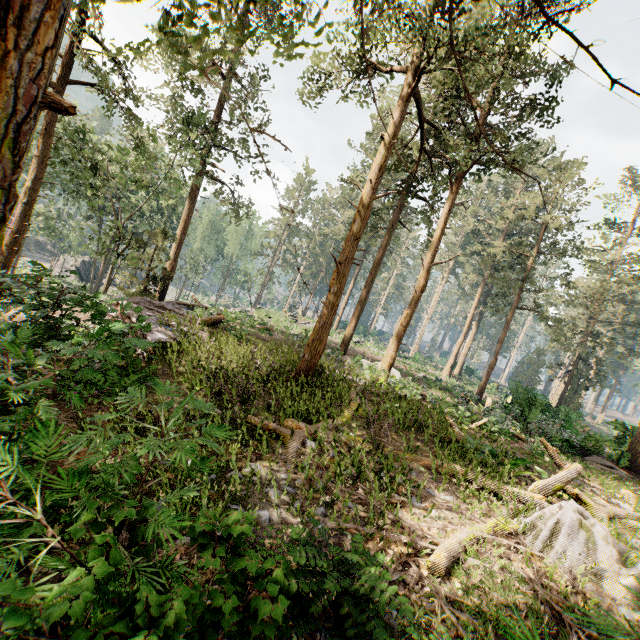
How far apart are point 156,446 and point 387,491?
4.7 meters

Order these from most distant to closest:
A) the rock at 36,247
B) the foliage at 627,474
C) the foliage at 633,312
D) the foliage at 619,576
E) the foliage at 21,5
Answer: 1. the rock at 36,247
2. the foliage at 627,474
3. the foliage at 633,312
4. the foliage at 619,576
5. the foliage at 21,5

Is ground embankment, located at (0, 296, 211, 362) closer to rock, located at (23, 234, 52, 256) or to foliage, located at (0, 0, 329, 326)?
foliage, located at (0, 0, 329, 326)

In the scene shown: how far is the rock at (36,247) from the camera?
55.3 meters

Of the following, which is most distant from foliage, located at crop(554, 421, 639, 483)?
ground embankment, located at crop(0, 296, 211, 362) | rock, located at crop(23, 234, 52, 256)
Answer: rock, located at crop(23, 234, 52, 256)

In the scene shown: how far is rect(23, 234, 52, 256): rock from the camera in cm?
5532

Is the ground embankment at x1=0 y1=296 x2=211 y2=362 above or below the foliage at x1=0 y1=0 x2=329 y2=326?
below

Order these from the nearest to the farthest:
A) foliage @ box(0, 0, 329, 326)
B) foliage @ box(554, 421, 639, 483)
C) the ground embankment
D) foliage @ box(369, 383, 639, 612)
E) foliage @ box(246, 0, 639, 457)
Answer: foliage @ box(0, 0, 329, 326)
foliage @ box(369, 383, 639, 612)
the ground embankment
foliage @ box(246, 0, 639, 457)
foliage @ box(554, 421, 639, 483)
